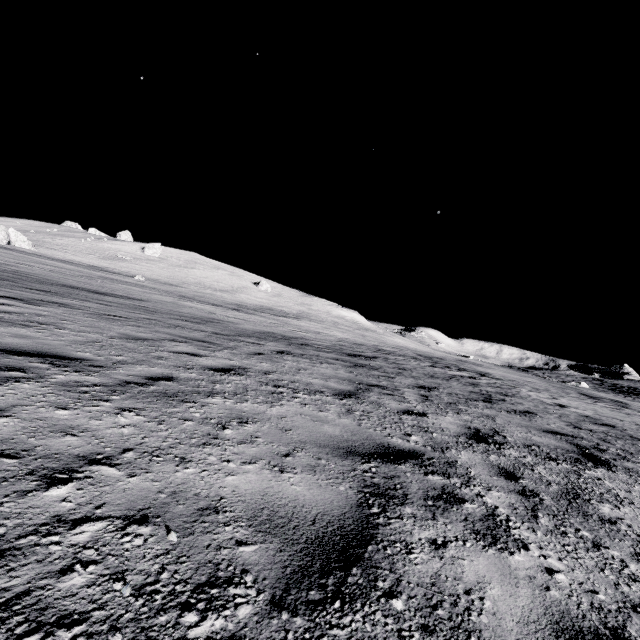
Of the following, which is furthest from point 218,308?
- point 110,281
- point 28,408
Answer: point 28,408
